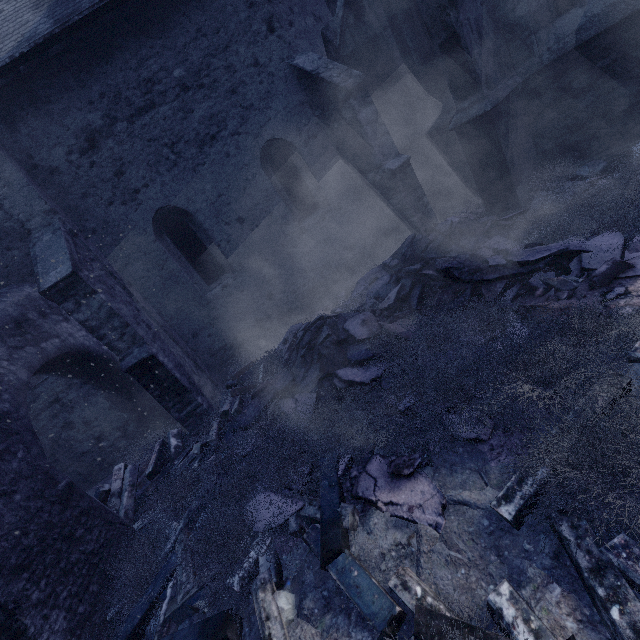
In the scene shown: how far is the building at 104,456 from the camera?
7.1m

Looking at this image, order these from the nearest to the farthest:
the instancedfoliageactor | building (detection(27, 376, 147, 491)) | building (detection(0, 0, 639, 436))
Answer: the instancedfoliageactor → building (detection(0, 0, 639, 436)) → building (detection(27, 376, 147, 491))

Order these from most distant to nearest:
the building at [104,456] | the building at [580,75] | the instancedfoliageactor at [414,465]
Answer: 1. the building at [104,456]
2. the building at [580,75]
3. the instancedfoliageactor at [414,465]

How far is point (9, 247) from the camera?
6.22m

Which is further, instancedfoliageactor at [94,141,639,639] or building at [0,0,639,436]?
building at [0,0,639,436]

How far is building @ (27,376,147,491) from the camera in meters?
7.1

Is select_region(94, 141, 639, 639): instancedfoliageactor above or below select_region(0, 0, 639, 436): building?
below
